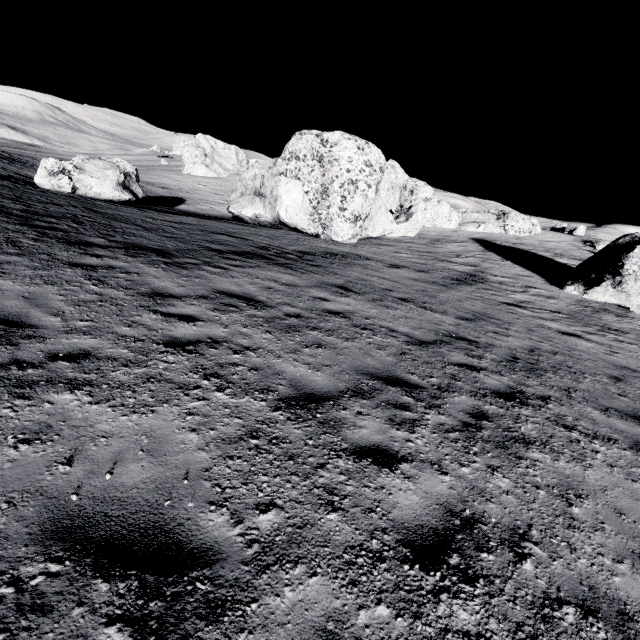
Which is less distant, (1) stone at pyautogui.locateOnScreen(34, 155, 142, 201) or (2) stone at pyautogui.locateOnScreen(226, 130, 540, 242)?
(1) stone at pyautogui.locateOnScreen(34, 155, 142, 201)

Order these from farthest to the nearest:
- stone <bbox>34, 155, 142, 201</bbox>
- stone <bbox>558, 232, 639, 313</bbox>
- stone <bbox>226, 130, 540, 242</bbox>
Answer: stone <bbox>226, 130, 540, 242</bbox> → stone <bbox>34, 155, 142, 201</bbox> → stone <bbox>558, 232, 639, 313</bbox>

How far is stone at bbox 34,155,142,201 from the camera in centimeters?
1872cm

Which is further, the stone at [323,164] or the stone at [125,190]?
the stone at [323,164]

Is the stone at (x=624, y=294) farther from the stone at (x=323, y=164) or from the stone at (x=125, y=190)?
the stone at (x=125, y=190)

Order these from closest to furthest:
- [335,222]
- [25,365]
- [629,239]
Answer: [25,365] → [629,239] → [335,222]

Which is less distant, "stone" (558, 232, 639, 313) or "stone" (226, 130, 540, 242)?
"stone" (558, 232, 639, 313)

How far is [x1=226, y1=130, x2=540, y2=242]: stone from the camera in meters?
22.0
